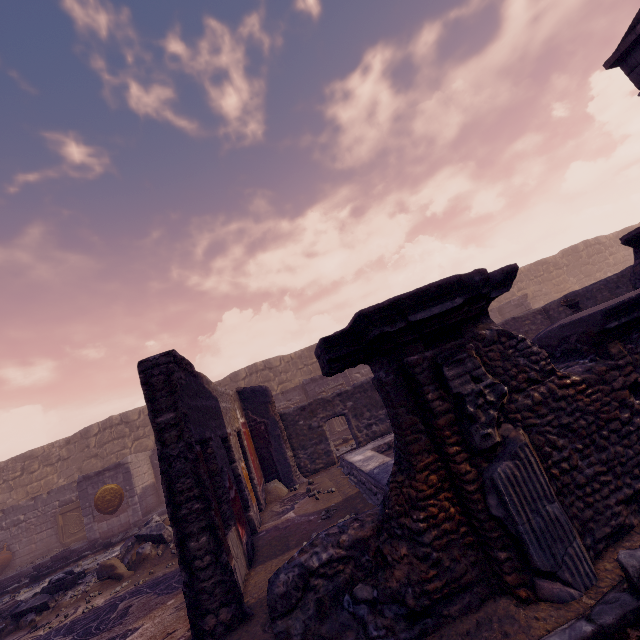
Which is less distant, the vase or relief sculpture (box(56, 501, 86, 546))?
the vase

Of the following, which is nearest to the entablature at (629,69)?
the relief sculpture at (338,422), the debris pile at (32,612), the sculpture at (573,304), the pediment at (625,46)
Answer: the pediment at (625,46)

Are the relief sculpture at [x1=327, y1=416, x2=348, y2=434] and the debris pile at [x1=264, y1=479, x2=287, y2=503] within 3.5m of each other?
no

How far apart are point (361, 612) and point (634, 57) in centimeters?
1496cm

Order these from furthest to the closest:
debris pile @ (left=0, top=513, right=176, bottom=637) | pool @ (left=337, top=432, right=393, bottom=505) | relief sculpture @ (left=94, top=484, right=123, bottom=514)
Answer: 1. relief sculpture @ (left=94, top=484, right=123, bottom=514)
2. debris pile @ (left=0, top=513, right=176, bottom=637)
3. pool @ (left=337, top=432, right=393, bottom=505)

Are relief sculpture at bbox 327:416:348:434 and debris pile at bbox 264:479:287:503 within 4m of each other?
no

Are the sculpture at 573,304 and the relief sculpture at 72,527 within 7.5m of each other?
no

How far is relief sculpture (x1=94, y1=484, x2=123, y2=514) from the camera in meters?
11.9 m
